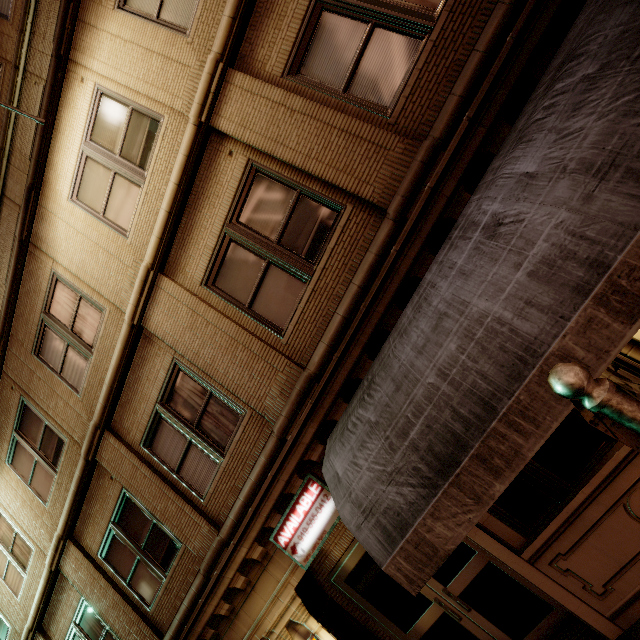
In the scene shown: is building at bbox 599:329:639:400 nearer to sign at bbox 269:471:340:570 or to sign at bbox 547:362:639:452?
sign at bbox 269:471:340:570

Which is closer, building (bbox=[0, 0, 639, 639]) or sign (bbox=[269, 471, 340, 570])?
building (bbox=[0, 0, 639, 639])

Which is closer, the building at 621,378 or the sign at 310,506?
the building at 621,378

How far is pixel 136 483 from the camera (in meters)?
6.47

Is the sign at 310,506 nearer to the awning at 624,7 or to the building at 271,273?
the building at 271,273

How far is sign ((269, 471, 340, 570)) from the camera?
4.86m

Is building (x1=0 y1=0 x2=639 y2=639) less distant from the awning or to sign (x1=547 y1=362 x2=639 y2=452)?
the awning

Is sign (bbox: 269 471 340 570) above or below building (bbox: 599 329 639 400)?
above
